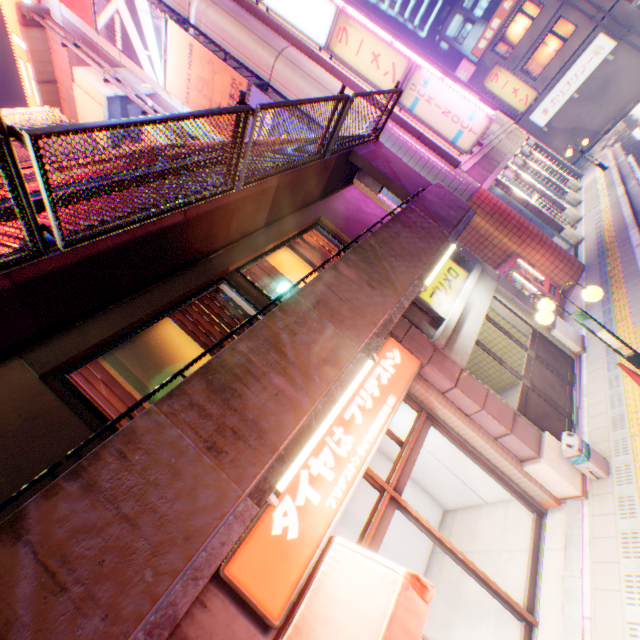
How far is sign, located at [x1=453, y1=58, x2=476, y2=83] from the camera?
28.1m

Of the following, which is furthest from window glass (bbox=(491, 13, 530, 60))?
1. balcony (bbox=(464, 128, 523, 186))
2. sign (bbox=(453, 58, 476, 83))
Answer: balcony (bbox=(464, 128, 523, 186))

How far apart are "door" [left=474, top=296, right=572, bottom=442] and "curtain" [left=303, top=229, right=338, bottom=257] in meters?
2.8 m

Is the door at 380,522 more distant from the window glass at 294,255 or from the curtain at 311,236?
the curtain at 311,236

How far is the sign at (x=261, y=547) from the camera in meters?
3.1 m

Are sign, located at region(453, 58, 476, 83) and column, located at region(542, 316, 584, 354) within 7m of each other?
no

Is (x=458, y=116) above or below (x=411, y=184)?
above

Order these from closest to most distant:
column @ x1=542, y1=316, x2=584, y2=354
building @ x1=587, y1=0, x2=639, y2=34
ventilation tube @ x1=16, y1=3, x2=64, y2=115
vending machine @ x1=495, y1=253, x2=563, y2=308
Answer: column @ x1=542, y1=316, x2=584, y2=354
vending machine @ x1=495, y1=253, x2=563, y2=308
ventilation tube @ x1=16, y1=3, x2=64, y2=115
building @ x1=587, y1=0, x2=639, y2=34
